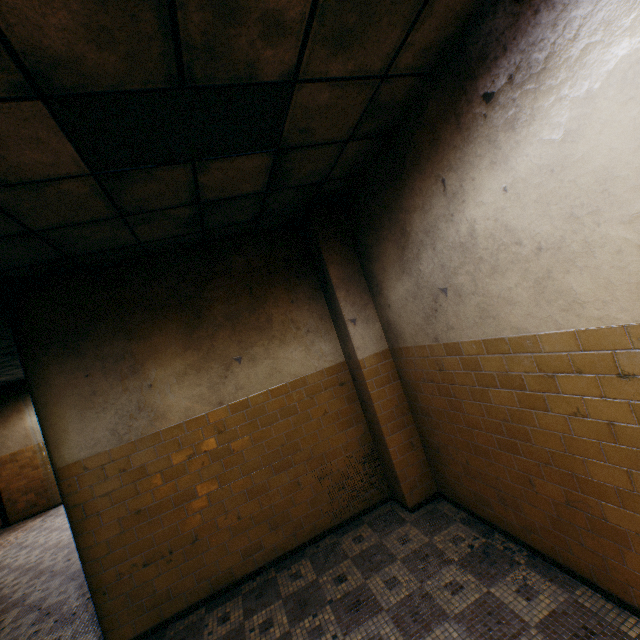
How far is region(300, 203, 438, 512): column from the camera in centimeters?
400cm

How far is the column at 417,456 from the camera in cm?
400

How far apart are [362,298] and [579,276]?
2.47m
